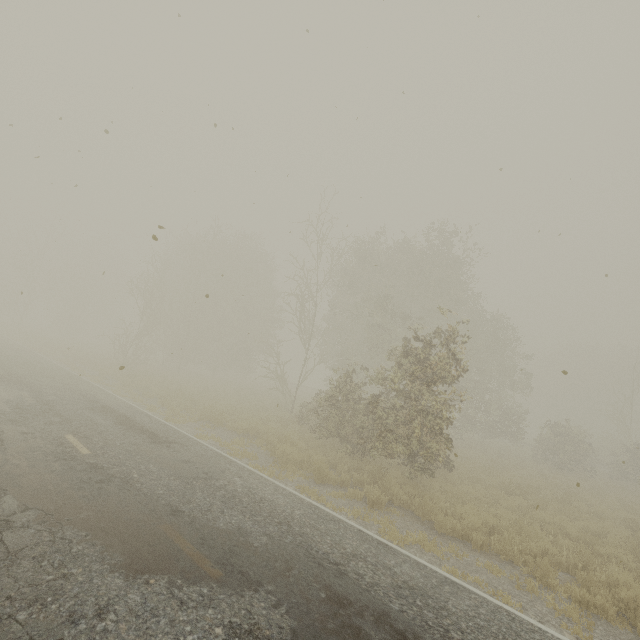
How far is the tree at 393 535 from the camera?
6.8 meters

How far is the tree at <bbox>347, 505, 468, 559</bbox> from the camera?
6.8 meters

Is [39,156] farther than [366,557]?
No
